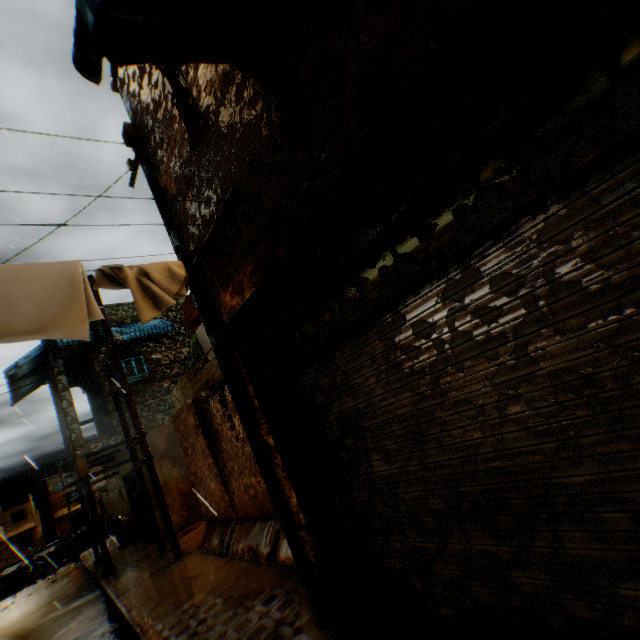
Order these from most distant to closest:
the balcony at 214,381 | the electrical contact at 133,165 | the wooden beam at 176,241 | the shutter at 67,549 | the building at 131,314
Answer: the shutter at 67,549 → the building at 131,314 → the balcony at 214,381 → the electrical contact at 133,165 → the wooden beam at 176,241

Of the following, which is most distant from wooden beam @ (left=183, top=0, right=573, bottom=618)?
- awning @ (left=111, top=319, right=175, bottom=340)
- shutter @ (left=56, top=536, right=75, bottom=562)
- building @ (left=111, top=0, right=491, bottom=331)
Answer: shutter @ (left=56, top=536, right=75, bottom=562)

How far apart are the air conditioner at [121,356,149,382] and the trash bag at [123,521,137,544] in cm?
689

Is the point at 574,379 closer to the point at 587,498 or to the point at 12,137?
the point at 587,498

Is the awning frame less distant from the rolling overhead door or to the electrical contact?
the rolling overhead door

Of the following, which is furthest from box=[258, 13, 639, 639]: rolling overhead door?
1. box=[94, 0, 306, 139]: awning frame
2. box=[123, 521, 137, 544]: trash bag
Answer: box=[94, 0, 306, 139]: awning frame

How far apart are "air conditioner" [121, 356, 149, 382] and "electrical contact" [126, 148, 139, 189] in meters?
8.2

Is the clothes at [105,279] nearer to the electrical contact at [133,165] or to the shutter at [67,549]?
the electrical contact at [133,165]
